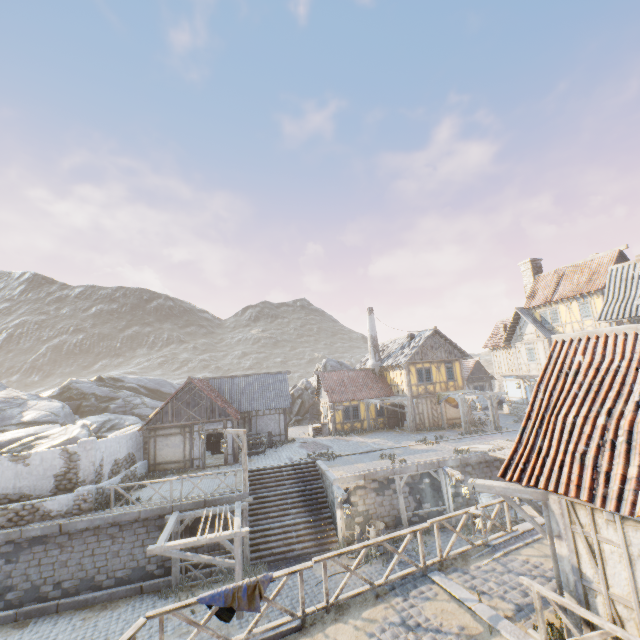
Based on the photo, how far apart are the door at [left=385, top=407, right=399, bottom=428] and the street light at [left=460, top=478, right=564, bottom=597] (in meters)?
23.55

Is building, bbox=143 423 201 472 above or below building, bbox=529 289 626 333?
below

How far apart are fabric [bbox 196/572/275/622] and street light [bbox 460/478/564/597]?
4.4m

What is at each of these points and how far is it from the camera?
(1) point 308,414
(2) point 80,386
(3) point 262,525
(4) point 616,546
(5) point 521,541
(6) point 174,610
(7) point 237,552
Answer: (1) rock, 37.5 meters
(2) rock, 34.4 meters
(3) stairs, 17.1 meters
(4) building, 5.3 meters
(5) stone gutter, 9.8 meters
(6) wooden fence, 6.3 meters
(7) awning, 12.4 meters

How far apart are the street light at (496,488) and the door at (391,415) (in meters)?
23.55

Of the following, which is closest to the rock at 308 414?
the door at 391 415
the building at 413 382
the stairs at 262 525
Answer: the building at 413 382

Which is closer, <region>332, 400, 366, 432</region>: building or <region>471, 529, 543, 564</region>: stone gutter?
<region>471, 529, 543, 564</region>: stone gutter

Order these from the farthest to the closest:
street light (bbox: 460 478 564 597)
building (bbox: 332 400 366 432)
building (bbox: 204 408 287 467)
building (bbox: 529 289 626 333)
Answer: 1. building (bbox: 332 400 366 432)
2. building (bbox: 529 289 626 333)
3. building (bbox: 204 408 287 467)
4. street light (bbox: 460 478 564 597)
